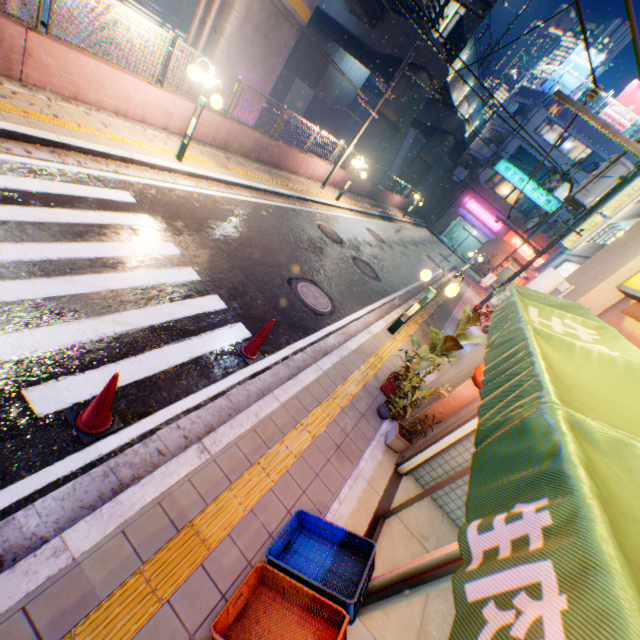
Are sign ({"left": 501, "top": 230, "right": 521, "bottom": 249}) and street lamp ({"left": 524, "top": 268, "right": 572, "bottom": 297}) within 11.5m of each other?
no

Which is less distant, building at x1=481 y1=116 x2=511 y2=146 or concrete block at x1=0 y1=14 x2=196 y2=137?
concrete block at x1=0 y1=14 x2=196 y2=137

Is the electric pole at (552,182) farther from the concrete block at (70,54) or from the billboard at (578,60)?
the billboard at (578,60)

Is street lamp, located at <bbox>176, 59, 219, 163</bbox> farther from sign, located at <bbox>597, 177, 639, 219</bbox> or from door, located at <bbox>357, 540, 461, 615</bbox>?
sign, located at <bbox>597, 177, 639, 219</bbox>

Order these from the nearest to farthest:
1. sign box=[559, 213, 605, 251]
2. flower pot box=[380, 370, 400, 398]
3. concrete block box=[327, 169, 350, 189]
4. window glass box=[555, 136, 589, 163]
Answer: flower pot box=[380, 370, 400, 398] < concrete block box=[327, 169, 350, 189] < sign box=[559, 213, 605, 251] < window glass box=[555, 136, 589, 163]

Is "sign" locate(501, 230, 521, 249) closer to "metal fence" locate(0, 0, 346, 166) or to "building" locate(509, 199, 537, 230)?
"building" locate(509, 199, 537, 230)

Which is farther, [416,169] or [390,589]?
[416,169]

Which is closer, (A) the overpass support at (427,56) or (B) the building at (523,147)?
(A) the overpass support at (427,56)
